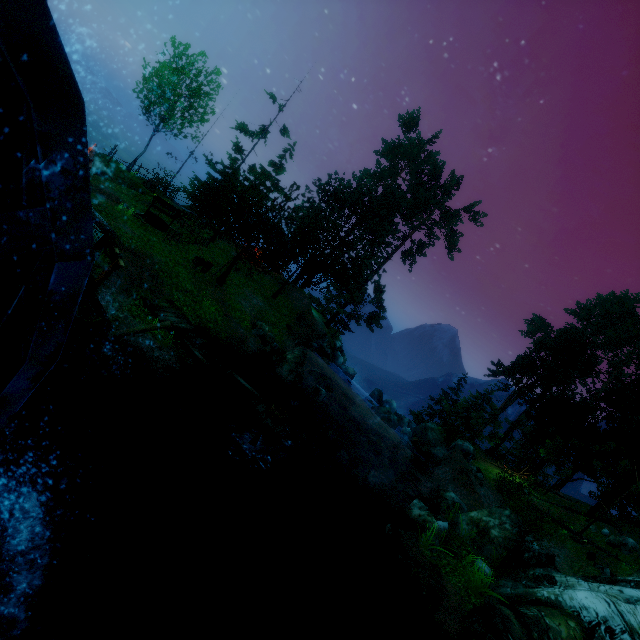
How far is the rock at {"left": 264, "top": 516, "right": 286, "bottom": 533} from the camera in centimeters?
1062cm

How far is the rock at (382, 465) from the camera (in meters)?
15.48

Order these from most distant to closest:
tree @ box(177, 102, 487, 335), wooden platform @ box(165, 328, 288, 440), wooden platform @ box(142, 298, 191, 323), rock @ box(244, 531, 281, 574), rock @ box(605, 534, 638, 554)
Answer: rock @ box(605, 534, 638, 554) < tree @ box(177, 102, 487, 335) < wooden platform @ box(142, 298, 191, 323) < wooden platform @ box(165, 328, 288, 440) < rock @ box(244, 531, 281, 574)

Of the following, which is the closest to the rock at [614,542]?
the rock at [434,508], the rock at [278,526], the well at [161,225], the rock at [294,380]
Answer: the rock at [434,508]

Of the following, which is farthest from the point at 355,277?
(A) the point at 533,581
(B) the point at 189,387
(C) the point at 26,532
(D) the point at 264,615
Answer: (C) the point at 26,532

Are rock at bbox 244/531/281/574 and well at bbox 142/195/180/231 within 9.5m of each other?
no

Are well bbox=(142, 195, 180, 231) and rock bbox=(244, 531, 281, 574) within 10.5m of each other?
no

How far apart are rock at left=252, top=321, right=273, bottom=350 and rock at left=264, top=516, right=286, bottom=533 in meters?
9.1 m
